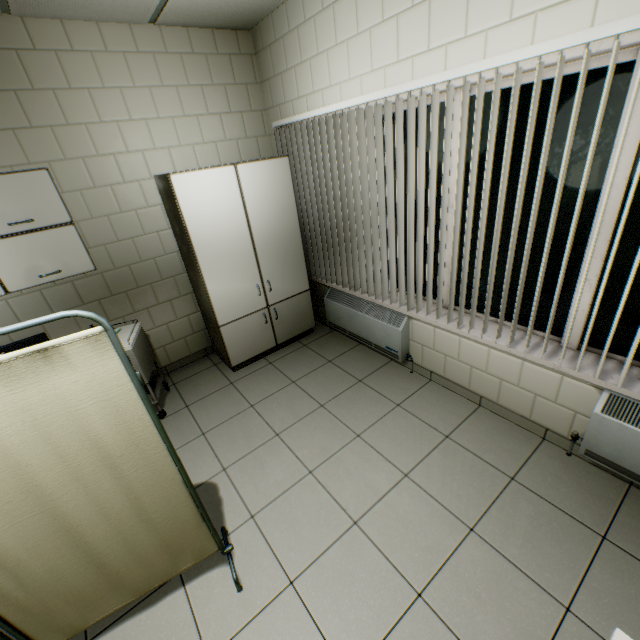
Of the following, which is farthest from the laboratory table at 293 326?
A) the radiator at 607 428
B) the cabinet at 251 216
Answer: the radiator at 607 428

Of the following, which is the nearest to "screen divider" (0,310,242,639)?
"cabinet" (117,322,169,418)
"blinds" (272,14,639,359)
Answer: "cabinet" (117,322,169,418)

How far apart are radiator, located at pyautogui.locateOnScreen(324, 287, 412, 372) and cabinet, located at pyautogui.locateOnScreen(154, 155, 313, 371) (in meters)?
0.27

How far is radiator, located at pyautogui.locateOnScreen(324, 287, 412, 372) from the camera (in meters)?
3.15

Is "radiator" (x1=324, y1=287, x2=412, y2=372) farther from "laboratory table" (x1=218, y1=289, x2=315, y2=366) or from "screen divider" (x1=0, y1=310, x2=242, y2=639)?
"screen divider" (x1=0, y1=310, x2=242, y2=639)

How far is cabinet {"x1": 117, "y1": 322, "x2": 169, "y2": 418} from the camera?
2.85m

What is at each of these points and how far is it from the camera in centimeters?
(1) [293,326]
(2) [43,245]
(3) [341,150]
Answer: (1) laboratory table, 399cm
(2) cabinet, 246cm
(3) blinds, 288cm

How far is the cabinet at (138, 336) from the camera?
2.85m
